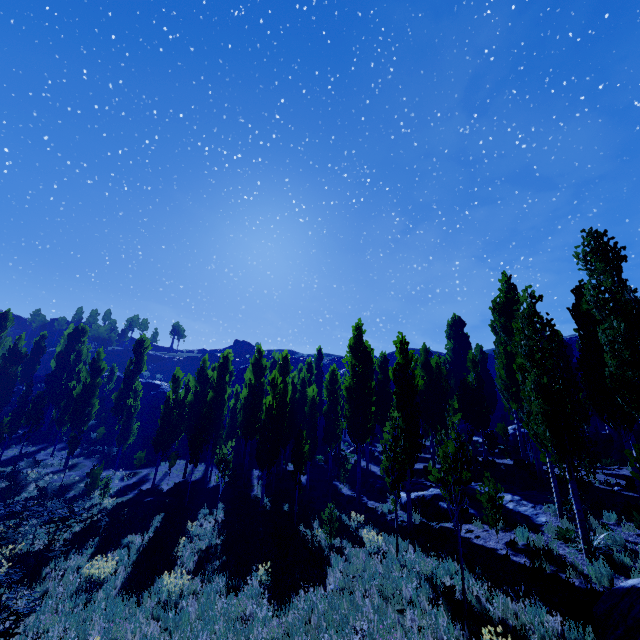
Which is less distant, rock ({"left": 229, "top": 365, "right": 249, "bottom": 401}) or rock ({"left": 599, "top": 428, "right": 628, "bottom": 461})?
rock ({"left": 599, "top": 428, "right": 628, "bottom": 461})

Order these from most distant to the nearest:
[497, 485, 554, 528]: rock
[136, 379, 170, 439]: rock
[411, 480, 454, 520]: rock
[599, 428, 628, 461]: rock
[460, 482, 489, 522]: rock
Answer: [136, 379, 170, 439]: rock
[599, 428, 628, 461]: rock
[411, 480, 454, 520]: rock
[460, 482, 489, 522]: rock
[497, 485, 554, 528]: rock

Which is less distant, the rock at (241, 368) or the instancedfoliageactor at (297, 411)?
the instancedfoliageactor at (297, 411)

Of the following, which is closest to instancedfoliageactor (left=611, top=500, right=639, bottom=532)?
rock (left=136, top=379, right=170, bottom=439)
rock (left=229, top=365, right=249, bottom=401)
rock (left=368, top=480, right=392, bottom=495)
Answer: rock (left=368, top=480, right=392, bottom=495)

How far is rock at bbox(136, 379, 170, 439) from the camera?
43.0m

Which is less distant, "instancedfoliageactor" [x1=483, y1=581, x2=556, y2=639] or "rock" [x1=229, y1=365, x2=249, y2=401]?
"instancedfoliageactor" [x1=483, y1=581, x2=556, y2=639]

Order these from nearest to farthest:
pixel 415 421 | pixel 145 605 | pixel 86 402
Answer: pixel 145 605 → pixel 415 421 → pixel 86 402

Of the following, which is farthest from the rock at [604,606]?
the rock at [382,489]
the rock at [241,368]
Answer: the rock at [241,368]
